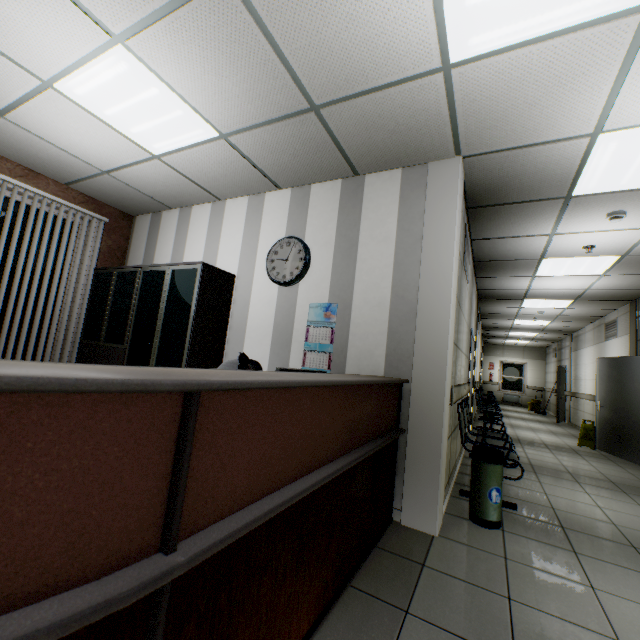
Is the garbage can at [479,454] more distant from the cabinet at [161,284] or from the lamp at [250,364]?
the cabinet at [161,284]

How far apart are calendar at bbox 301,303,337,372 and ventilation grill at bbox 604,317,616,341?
8.1m

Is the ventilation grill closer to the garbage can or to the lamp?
the garbage can

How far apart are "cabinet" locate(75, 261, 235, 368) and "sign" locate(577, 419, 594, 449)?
8.27m

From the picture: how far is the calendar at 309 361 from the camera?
3.3m

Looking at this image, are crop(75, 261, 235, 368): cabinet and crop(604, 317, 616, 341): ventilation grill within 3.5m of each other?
no

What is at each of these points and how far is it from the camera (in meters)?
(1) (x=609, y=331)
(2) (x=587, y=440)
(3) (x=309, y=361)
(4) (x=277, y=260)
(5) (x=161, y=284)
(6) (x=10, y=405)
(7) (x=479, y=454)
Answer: (1) ventilation grill, 8.12
(2) sign, 7.27
(3) calendar, 3.36
(4) clock, 3.72
(5) cabinet, 3.85
(6) desk, 0.58
(7) garbage can, 2.92

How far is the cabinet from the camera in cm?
356
